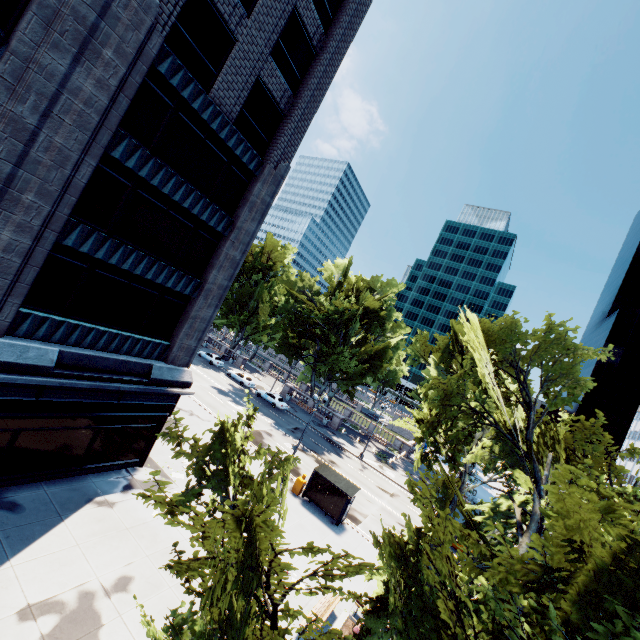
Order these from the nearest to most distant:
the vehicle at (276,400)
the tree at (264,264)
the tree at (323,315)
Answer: the vehicle at (276,400) → the tree at (323,315) → the tree at (264,264)

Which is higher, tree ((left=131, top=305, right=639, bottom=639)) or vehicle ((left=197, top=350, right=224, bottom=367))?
tree ((left=131, top=305, right=639, bottom=639))

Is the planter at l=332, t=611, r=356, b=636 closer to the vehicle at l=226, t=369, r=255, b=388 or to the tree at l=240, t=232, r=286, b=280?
the tree at l=240, t=232, r=286, b=280

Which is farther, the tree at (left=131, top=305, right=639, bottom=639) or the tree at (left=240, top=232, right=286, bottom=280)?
the tree at (left=240, top=232, right=286, bottom=280)

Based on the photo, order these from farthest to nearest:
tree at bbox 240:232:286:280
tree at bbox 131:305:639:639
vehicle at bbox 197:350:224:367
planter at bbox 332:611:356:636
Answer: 1. tree at bbox 240:232:286:280
2. vehicle at bbox 197:350:224:367
3. planter at bbox 332:611:356:636
4. tree at bbox 131:305:639:639

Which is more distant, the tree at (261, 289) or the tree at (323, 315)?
the tree at (261, 289)

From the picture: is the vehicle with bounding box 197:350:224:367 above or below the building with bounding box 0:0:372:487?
below

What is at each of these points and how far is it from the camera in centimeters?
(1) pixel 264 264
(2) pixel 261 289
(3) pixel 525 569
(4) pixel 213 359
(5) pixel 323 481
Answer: (1) tree, 5741cm
(2) tree, 5597cm
(3) tree, 434cm
(4) vehicle, 5062cm
(5) bus stop, 2333cm
